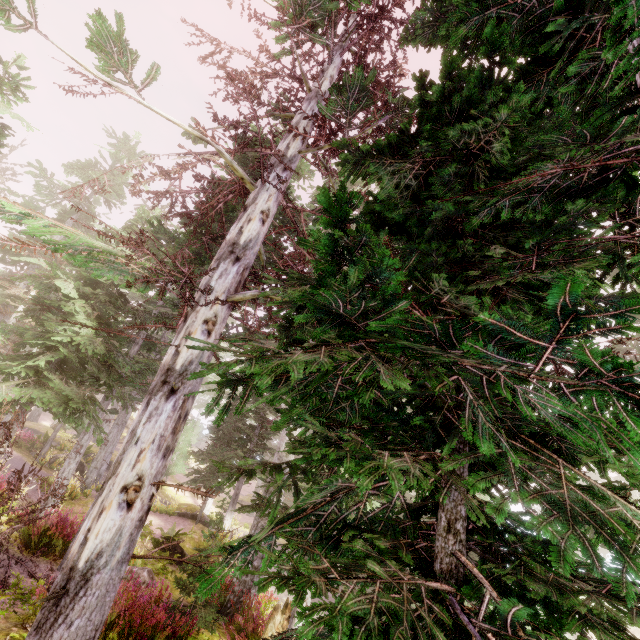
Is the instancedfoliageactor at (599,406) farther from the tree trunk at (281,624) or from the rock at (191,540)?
the tree trunk at (281,624)

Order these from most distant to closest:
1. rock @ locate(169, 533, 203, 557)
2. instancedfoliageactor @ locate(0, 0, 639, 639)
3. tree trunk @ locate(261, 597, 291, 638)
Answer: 1. rock @ locate(169, 533, 203, 557)
2. tree trunk @ locate(261, 597, 291, 638)
3. instancedfoliageactor @ locate(0, 0, 639, 639)

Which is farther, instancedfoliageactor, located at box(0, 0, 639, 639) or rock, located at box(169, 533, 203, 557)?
rock, located at box(169, 533, 203, 557)

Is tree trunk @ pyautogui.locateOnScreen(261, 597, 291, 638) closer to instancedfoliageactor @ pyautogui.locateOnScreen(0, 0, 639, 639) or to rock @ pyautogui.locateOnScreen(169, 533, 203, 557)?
instancedfoliageactor @ pyautogui.locateOnScreen(0, 0, 639, 639)

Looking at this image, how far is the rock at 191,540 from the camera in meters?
12.5

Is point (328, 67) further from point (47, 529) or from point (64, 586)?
point (47, 529)

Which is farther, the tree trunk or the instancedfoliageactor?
the tree trunk

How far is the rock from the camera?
12.5 meters
